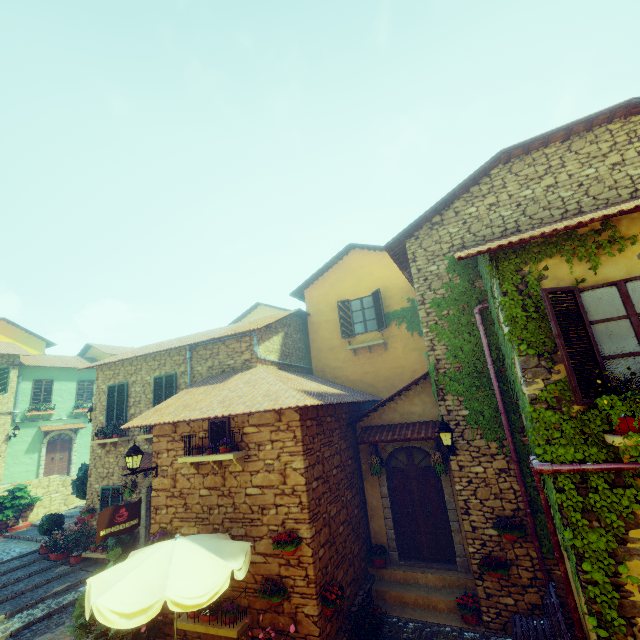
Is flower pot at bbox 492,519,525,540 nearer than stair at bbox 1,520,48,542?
Yes

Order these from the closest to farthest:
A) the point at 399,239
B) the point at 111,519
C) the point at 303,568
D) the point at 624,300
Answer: the point at 624,300 → the point at 303,568 → the point at 111,519 → the point at 399,239

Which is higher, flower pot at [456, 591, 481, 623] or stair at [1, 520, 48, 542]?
stair at [1, 520, 48, 542]

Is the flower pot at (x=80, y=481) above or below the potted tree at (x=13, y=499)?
above

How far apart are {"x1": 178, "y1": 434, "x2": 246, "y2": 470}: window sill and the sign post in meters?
1.3

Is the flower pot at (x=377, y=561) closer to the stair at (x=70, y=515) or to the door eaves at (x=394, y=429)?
the door eaves at (x=394, y=429)

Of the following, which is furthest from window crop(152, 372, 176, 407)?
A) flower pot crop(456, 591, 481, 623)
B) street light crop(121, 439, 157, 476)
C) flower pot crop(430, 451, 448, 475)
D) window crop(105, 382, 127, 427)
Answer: flower pot crop(456, 591, 481, 623)

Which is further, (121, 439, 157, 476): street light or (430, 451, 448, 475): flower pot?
(430, 451, 448, 475): flower pot
